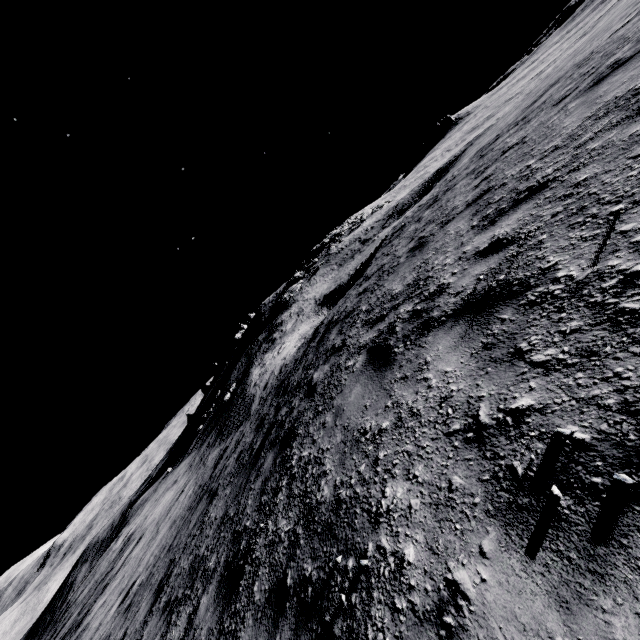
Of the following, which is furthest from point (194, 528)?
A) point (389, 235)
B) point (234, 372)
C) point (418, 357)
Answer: point (234, 372)
